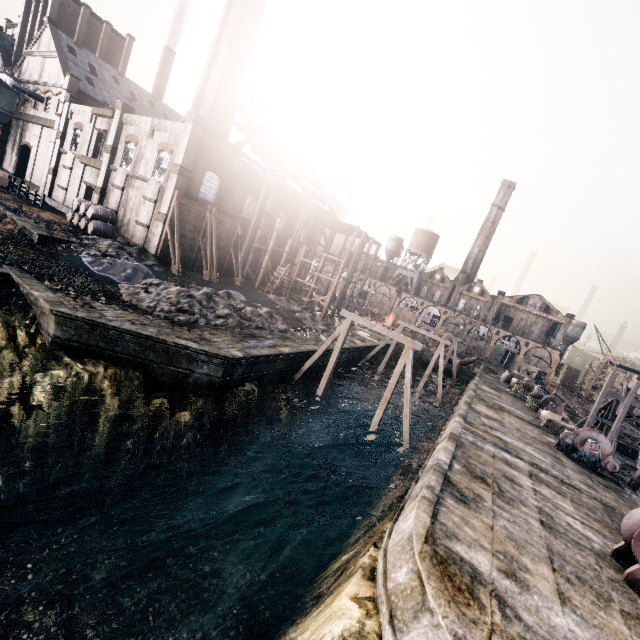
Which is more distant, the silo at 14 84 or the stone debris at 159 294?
the silo at 14 84

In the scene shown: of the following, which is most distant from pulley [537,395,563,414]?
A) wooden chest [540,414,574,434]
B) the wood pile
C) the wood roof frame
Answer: the wood pile

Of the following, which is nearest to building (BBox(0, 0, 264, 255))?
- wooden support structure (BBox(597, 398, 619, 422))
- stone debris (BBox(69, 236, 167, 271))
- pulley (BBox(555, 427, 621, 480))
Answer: wooden support structure (BBox(597, 398, 619, 422))

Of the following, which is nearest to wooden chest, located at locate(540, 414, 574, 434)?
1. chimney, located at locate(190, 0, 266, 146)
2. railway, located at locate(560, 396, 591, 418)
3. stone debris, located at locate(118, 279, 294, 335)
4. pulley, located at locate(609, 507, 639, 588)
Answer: railway, located at locate(560, 396, 591, 418)

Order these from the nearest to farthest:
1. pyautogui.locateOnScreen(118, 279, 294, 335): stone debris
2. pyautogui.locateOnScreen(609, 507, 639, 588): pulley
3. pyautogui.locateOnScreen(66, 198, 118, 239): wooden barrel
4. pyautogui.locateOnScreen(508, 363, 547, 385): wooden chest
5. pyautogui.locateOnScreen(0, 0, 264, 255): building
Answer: pyautogui.locateOnScreen(609, 507, 639, 588): pulley → pyautogui.locateOnScreen(118, 279, 294, 335): stone debris → pyautogui.locateOnScreen(0, 0, 264, 255): building → pyautogui.locateOnScreen(66, 198, 118, 239): wooden barrel → pyautogui.locateOnScreen(508, 363, 547, 385): wooden chest

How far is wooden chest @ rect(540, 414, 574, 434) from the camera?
28.1 meters

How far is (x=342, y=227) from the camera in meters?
43.8 m

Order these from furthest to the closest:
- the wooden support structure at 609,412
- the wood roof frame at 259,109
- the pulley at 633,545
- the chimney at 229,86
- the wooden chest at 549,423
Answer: the wooden support structure at 609,412
the wood roof frame at 259,109
the chimney at 229,86
the wooden chest at 549,423
the pulley at 633,545
